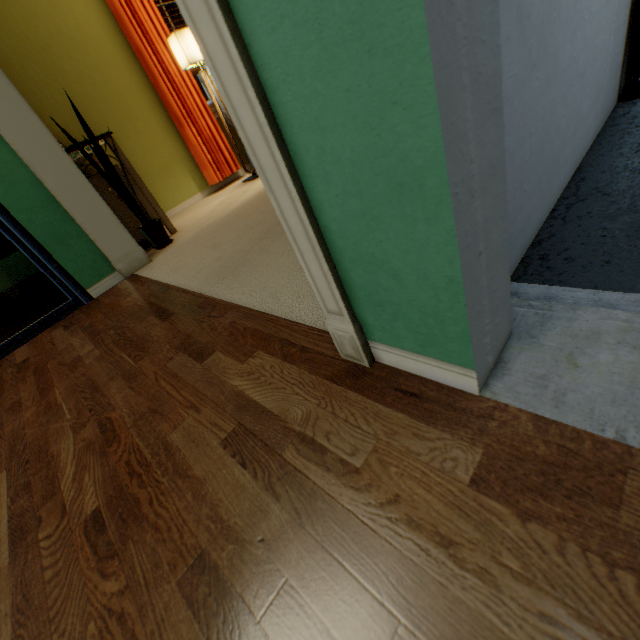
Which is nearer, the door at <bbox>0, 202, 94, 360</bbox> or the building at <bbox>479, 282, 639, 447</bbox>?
the building at <bbox>479, 282, 639, 447</bbox>

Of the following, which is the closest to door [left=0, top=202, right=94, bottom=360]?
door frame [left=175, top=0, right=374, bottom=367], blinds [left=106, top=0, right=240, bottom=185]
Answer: door frame [left=175, top=0, right=374, bottom=367]

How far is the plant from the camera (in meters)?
2.37

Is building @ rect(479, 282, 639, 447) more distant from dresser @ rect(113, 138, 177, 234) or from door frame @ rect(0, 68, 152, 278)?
dresser @ rect(113, 138, 177, 234)

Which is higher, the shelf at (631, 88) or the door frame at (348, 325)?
the door frame at (348, 325)

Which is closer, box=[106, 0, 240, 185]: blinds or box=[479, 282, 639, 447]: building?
box=[479, 282, 639, 447]: building

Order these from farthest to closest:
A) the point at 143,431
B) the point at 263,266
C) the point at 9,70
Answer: the point at 9,70 → the point at 263,266 → the point at 143,431

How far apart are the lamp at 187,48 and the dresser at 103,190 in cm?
116
